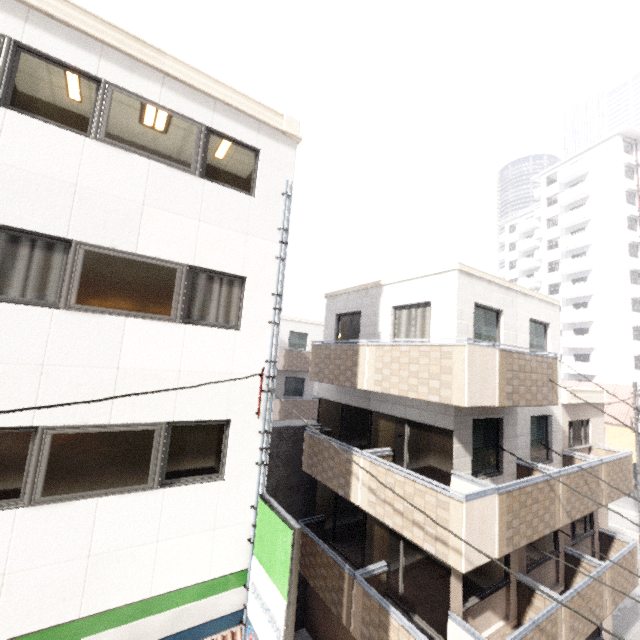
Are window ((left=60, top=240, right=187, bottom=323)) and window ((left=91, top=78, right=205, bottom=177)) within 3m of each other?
yes

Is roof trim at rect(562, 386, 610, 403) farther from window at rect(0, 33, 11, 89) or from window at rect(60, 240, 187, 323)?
window at rect(0, 33, 11, 89)

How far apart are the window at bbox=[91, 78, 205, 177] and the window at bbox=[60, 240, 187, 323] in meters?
1.7

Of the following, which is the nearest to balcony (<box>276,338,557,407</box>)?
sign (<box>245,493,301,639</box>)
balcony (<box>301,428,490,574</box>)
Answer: balcony (<box>301,428,490,574</box>)

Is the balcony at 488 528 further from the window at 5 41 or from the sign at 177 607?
the window at 5 41

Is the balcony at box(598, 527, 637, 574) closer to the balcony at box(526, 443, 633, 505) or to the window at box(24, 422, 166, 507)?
the balcony at box(526, 443, 633, 505)

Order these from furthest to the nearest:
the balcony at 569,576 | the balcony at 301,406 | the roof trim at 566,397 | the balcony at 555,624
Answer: the balcony at 301,406 → the roof trim at 566,397 → the balcony at 569,576 → the balcony at 555,624

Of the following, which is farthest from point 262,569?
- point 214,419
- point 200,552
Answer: point 214,419
